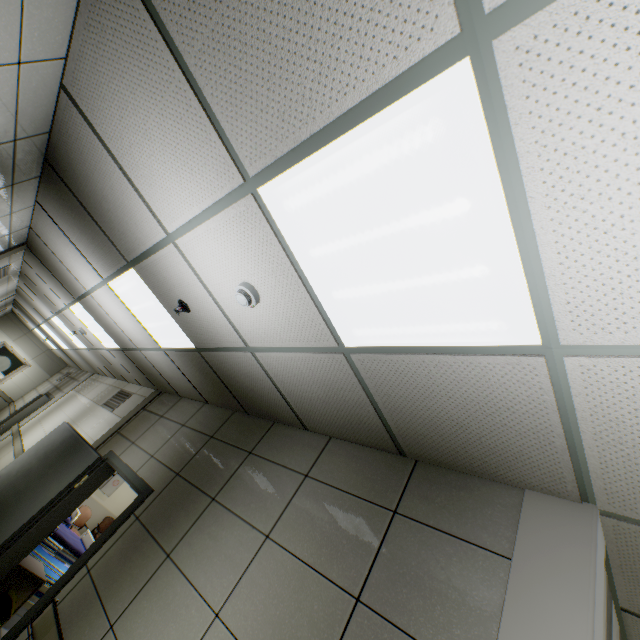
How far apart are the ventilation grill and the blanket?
1.94m

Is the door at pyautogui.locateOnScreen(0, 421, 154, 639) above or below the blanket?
above

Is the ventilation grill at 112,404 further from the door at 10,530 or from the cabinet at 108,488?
the cabinet at 108,488

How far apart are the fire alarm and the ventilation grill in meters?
5.6

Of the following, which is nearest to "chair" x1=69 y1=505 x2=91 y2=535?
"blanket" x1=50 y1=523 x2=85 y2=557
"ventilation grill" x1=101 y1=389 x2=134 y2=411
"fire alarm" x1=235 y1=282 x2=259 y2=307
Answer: "blanket" x1=50 y1=523 x2=85 y2=557

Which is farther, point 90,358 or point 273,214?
point 90,358

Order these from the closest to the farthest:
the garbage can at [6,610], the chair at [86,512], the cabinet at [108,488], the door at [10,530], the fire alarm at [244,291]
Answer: the fire alarm at [244,291]
the door at [10,530]
the garbage can at [6,610]
the chair at [86,512]
the cabinet at [108,488]

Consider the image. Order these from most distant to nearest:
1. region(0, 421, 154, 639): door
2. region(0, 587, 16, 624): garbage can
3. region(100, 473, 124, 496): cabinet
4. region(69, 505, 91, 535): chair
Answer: region(100, 473, 124, 496): cabinet
region(69, 505, 91, 535): chair
region(0, 587, 16, 624): garbage can
region(0, 421, 154, 639): door
